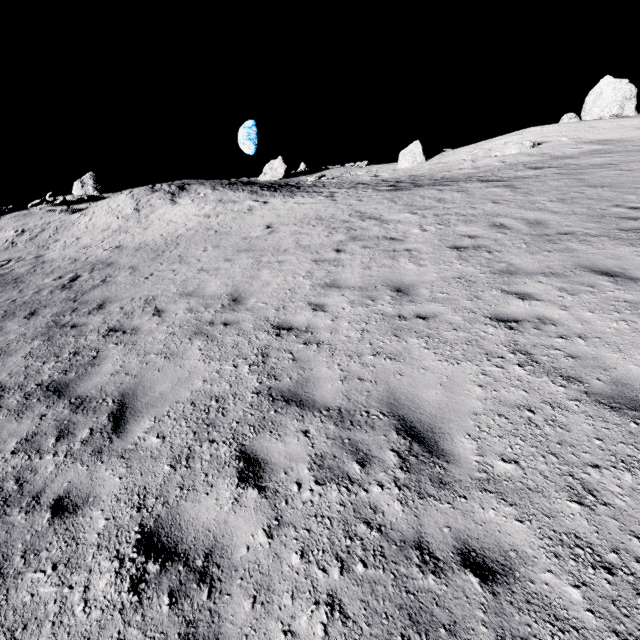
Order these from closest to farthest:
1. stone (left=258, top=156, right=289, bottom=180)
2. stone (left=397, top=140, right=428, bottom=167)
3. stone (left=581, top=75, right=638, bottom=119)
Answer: stone (left=581, top=75, right=638, bottom=119), stone (left=397, top=140, right=428, bottom=167), stone (left=258, top=156, right=289, bottom=180)

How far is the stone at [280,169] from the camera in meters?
35.7 m

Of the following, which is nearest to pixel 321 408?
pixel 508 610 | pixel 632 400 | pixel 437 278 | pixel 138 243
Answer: pixel 508 610

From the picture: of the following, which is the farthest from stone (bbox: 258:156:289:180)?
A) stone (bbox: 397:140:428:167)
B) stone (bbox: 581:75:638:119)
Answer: stone (bbox: 581:75:638:119)

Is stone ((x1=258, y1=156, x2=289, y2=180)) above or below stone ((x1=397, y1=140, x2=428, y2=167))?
above

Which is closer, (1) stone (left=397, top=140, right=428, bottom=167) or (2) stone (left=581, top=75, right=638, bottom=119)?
(2) stone (left=581, top=75, right=638, bottom=119)

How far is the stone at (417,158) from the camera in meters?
33.4 m

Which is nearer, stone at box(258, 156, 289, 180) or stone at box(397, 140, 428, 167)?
stone at box(397, 140, 428, 167)
